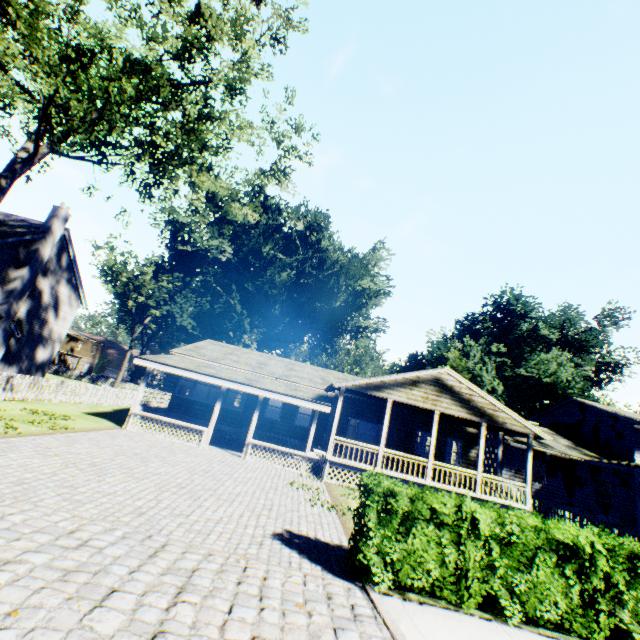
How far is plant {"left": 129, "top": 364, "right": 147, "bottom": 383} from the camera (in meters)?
49.28

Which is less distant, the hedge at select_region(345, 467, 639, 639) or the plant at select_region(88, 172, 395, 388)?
the hedge at select_region(345, 467, 639, 639)

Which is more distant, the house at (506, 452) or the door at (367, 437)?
the house at (506, 452)

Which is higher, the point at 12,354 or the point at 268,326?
the point at 268,326

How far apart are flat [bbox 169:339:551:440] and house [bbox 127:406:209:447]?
3.3 meters

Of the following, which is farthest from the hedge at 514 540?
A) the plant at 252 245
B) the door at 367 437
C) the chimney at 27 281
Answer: the plant at 252 245

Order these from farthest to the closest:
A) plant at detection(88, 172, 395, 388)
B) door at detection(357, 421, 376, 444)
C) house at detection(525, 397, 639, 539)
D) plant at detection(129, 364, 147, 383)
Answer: plant at detection(129, 364, 147, 383)
plant at detection(88, 172, 395, 388)
house at detection(525, 397, 639, 539)
door at detection(357, 421, 376, 444)

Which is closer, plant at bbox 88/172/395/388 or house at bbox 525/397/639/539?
house at bbox 525/397/639/539
